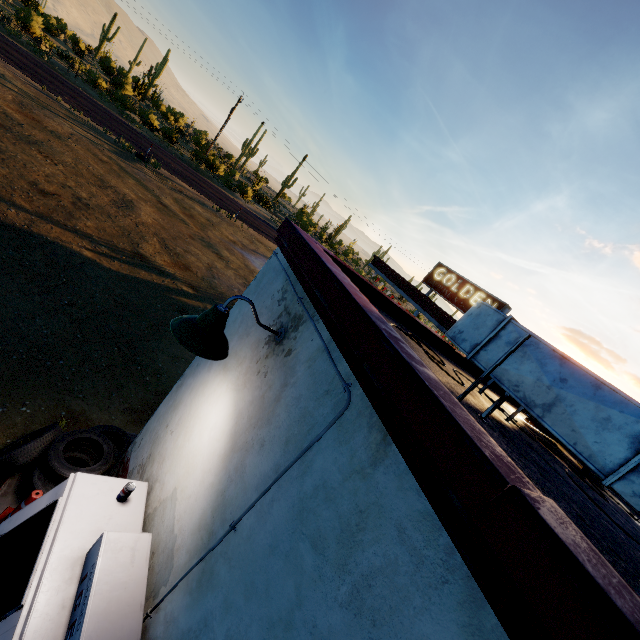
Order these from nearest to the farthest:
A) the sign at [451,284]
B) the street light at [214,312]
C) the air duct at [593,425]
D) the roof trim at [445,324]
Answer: the air duct at [593,425], the street light at [214,312], the roof trim at [445,324], the sign at [451,284]

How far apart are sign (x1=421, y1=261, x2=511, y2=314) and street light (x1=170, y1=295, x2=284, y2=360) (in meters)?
15.15

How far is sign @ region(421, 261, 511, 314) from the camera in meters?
15.6

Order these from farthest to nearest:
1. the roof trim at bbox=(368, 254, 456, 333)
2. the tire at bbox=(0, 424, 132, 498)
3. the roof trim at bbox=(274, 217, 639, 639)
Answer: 1. the roof trim at bbox=(368, 254, 456, 333)
2. the tire at bbox=(0, 424, 132, 498)
3. the roof trim at bbox=(274, 217, 639, 639)

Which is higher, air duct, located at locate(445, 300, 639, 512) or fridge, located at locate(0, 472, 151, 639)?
air duct, located at locate(445, 300, 639, 512)

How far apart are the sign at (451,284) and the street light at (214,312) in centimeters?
1515cm

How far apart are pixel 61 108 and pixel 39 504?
23.05m

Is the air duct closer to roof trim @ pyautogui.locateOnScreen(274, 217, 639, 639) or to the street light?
roof trim @ pyautogui.locateOnScreen(274, 217, 639, 639)
